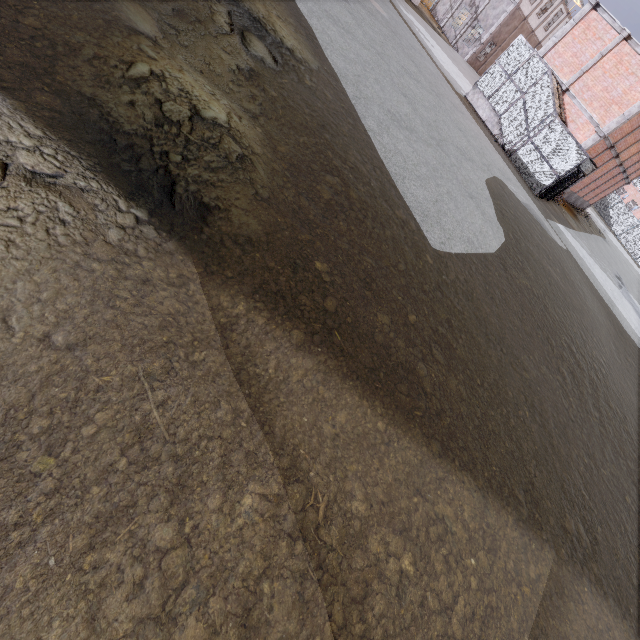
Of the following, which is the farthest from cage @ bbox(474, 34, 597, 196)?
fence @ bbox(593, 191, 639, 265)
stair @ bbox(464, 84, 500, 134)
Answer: fence @ bbox(593, 191, 639, 265)

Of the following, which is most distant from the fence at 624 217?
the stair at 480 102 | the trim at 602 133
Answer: the stair at 480 102

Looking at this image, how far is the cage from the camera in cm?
1812

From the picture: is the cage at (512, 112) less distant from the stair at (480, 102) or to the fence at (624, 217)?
the stair at (480, 102)

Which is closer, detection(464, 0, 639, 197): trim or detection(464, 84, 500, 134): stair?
Answer: detection(464, 0, 639, 197): trim

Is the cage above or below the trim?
below

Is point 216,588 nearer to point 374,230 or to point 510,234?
point 374,230

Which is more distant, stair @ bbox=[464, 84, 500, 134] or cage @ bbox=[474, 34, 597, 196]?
stair @ bbox=[464, 84, 500, 134]
